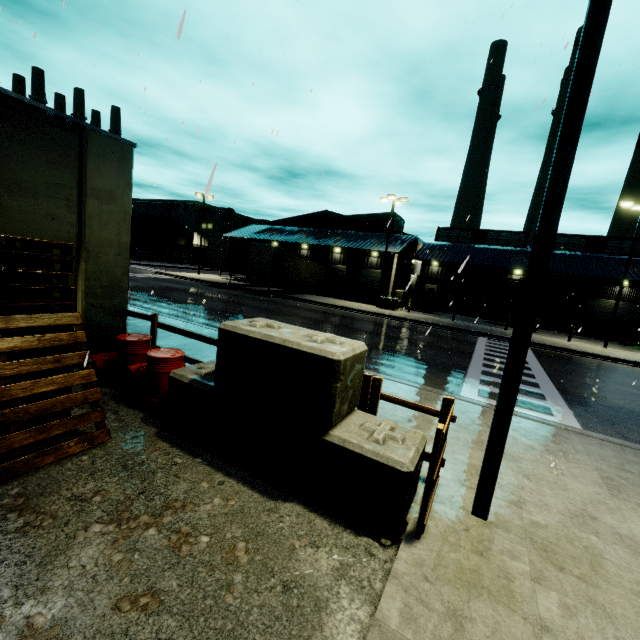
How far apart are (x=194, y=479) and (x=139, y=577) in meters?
1.3

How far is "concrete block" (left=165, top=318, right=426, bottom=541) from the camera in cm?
364

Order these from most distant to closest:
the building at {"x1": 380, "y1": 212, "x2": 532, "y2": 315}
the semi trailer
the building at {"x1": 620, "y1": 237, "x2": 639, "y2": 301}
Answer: the building at {"x1": 380, "y1": 212, "x2": 532, "y2": 315} < the building at {"x1": 620, "y1": 237, "x2": 639, "y2": 301} < the semi trailer

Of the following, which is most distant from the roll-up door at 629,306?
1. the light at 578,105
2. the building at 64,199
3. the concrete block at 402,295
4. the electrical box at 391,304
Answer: the electrical box at 391,304

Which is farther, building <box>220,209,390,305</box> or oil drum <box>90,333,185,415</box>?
building <box>220,209,390,305</box>

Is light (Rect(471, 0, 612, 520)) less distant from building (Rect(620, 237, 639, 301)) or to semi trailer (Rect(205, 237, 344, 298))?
semi trailer (Rect(205, 237, 344, 298))

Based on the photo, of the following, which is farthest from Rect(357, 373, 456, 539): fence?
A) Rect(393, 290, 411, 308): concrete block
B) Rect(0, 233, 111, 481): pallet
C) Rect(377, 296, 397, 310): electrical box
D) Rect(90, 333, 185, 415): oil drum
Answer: Rect(377, 296, 397, 310): electrical box

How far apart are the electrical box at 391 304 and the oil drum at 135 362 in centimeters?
2351cm
